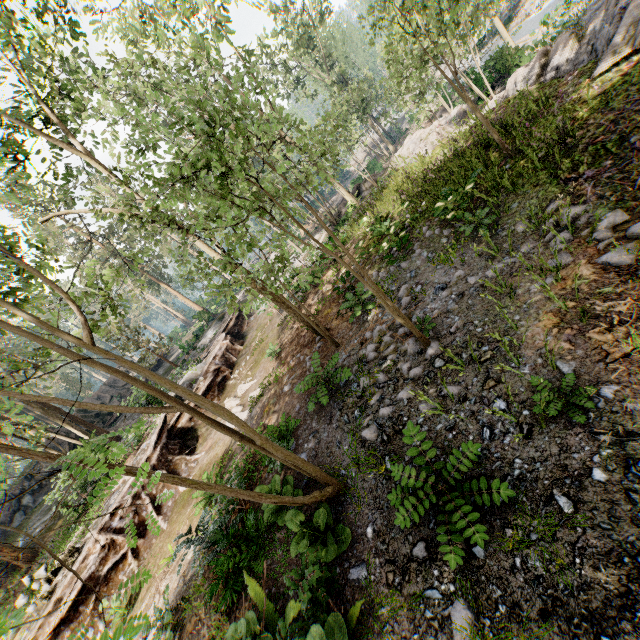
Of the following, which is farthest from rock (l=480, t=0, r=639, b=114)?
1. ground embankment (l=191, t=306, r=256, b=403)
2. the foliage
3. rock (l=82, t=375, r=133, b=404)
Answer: rock (l=82, t=375, r=133, b=404)

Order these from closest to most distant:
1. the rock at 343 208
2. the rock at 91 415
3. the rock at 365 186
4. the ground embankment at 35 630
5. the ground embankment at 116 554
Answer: the ground embankment at 35 630, the ground embankment at 116 554, the rock at 343 208, the rock at 365 186, the rock at 91 415

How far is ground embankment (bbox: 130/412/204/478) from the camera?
13.8m

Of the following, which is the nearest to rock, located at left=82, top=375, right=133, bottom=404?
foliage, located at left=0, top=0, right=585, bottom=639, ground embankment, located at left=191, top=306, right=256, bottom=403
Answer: foliage, located at left=0, top=0, right=585, bottom=639

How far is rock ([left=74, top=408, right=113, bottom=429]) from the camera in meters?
29.8 m

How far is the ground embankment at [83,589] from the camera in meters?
10.6 m

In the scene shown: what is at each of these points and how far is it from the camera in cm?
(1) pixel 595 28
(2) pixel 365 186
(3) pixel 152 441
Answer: (1) rock, 920
(2) rock, 2388
(3) ground embankment, 1477
